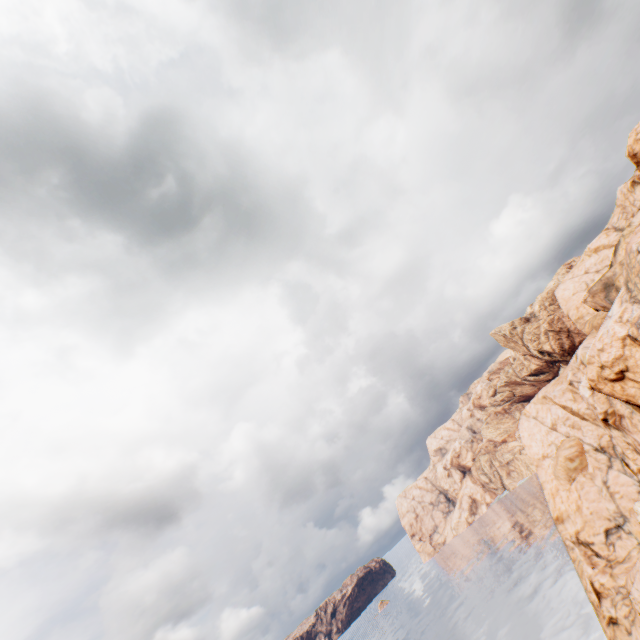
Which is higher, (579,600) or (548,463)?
(548,463)
